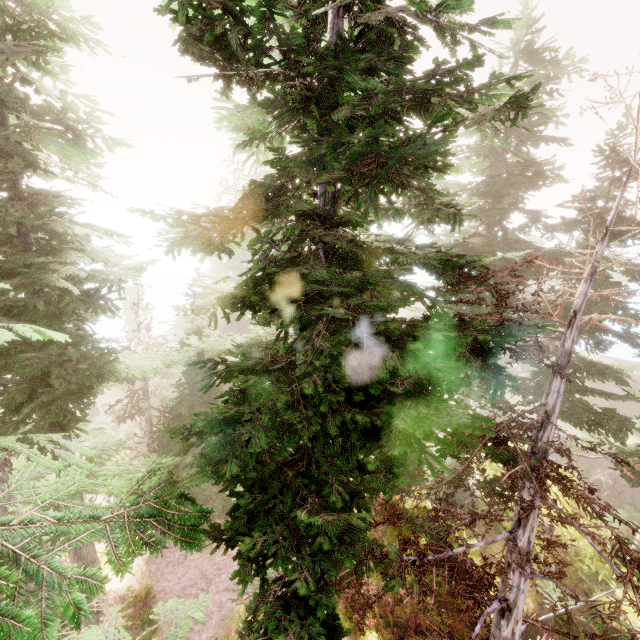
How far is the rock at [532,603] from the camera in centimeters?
1091cm

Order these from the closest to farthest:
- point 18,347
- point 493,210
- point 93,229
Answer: point 18,347, point 93,229, point 493,210

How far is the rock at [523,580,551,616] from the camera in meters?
10.9 m

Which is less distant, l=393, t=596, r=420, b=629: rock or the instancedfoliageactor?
the instancedfoliageactor

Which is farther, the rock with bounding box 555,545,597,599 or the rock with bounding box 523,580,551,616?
the rock with bounding box 555,545,597,599
